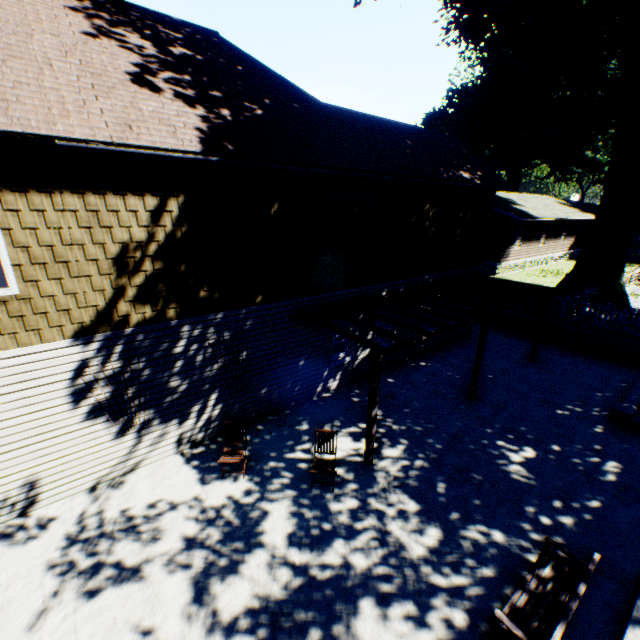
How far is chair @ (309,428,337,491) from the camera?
6.98m

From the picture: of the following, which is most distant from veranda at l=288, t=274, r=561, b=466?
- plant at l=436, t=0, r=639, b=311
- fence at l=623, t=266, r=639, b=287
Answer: fence at l=623, t=266, r=639, b=287

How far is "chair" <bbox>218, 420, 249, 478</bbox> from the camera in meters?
7.2

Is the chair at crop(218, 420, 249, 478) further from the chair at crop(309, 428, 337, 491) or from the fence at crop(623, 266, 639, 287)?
the fence at crop(623, 266, 639, 287)

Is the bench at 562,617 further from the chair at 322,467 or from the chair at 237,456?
the chair at 237,456

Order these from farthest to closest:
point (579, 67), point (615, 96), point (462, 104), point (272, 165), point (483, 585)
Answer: point (462, 104)
point (615, 96)
point (579, 67)
point (272, 165)
point (483, 585)

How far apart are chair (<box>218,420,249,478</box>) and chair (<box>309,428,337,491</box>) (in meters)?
1.52

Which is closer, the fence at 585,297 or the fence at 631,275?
the fence at 585,297
